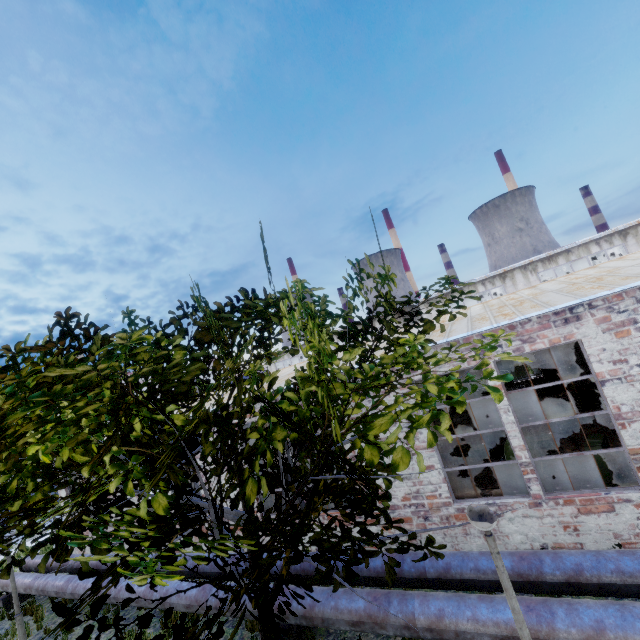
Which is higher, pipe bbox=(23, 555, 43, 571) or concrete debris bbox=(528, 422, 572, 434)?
pipe bbox=(23, 555, 43, 571)

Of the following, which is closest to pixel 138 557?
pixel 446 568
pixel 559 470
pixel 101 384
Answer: pixel 101 384

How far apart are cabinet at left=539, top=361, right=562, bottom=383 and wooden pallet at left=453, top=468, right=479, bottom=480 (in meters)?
8.44

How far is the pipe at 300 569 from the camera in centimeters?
714cm

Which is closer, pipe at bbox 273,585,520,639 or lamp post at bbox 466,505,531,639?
lamp post at bbox 466,505,531,639

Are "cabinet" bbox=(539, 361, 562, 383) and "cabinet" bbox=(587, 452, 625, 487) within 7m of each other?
no

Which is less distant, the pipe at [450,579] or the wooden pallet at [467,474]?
the pipe at [450,579]

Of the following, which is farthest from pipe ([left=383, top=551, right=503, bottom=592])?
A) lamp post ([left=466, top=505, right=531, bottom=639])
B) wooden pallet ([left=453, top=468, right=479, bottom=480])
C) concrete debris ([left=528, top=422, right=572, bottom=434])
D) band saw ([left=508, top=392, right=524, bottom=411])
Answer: band saw ([left=508, top=392, right=524, bottom=411])
